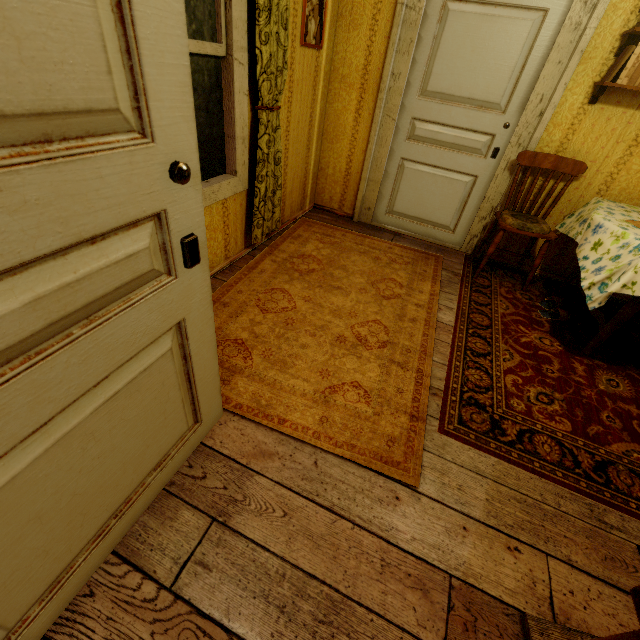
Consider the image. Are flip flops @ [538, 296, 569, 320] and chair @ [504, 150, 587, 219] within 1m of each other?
yes

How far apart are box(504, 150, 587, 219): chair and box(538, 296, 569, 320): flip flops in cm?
19

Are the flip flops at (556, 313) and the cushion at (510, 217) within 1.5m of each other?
yes

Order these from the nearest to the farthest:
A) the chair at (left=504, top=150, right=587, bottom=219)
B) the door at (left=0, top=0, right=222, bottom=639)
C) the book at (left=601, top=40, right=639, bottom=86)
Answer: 1. the door at (left=0, top=0, right=222, bottom=639)
2. the book at (left=601, top=40, right=639, bottom=86)
3. the chair at (left=504, top=150, right=587, bottom=219)

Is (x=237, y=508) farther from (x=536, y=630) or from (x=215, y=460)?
(x=536, y=630)

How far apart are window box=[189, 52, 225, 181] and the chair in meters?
2.4 m

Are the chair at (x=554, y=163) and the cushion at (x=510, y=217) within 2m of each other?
→ yes

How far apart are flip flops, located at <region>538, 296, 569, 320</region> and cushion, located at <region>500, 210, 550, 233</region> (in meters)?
0.62
